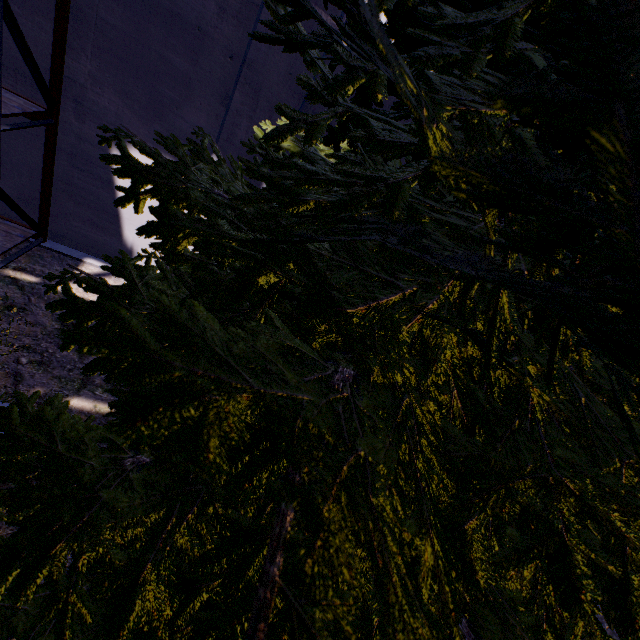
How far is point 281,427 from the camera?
0.6m

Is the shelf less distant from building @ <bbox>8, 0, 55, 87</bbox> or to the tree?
building @ <bbox>8, 0, 55, 87</bbox>

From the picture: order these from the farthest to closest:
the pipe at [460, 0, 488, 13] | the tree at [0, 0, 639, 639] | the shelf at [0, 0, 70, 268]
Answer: the shelf at [0, 0, 70, 268], the pipe at [460, 0, 488, 13], the tree at [0, 0, 639, 639]

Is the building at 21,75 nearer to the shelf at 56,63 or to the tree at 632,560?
the shelf at 56,63

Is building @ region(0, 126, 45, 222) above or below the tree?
below

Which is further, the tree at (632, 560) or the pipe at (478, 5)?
the pipe at (478, 5)

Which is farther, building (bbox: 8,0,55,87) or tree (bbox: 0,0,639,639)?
building (bbox: 8,0,55,87)

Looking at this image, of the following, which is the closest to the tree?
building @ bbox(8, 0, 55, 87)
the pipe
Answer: building @ bbox(8, 0, 55, 87)
